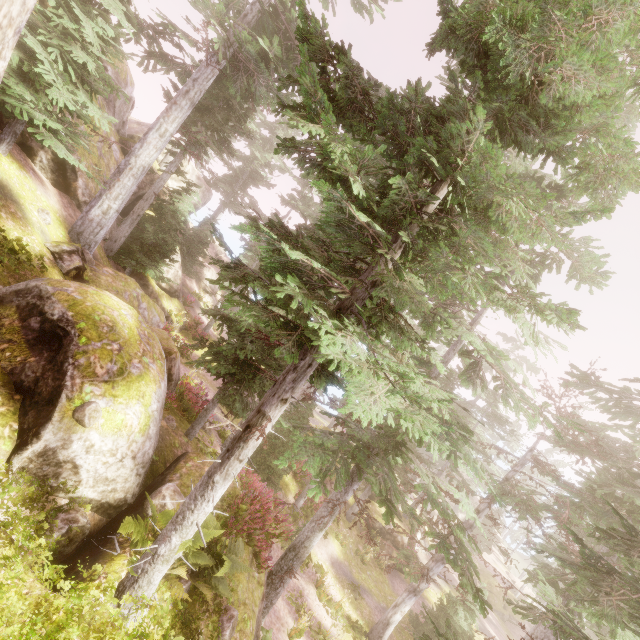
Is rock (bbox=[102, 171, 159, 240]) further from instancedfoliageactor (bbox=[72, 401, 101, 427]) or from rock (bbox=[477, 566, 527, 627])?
rock (bbox=[477, 566, 527, 627])

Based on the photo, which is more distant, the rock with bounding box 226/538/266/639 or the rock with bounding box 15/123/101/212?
the rock with bounding box 15/123/101/212

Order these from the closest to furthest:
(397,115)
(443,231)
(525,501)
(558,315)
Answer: (558,315), (397,115), (443,231), (525,501)

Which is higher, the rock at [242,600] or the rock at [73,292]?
the rock at [73,292]

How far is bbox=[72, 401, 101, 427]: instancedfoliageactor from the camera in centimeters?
626cm

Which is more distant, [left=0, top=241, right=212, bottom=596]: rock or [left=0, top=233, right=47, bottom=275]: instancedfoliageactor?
[left=0, top=233, right=47, bottom=275]: instancedfoliageactor

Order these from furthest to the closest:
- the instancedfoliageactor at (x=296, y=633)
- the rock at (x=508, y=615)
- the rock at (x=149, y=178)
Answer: the rock at (x=508, y=615) → the rock at (x=149, y=178) → the instancedfoliageactor at (x=296, y=633)

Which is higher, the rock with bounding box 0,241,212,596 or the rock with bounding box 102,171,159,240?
the rock with bounding box 102,171,159,240
